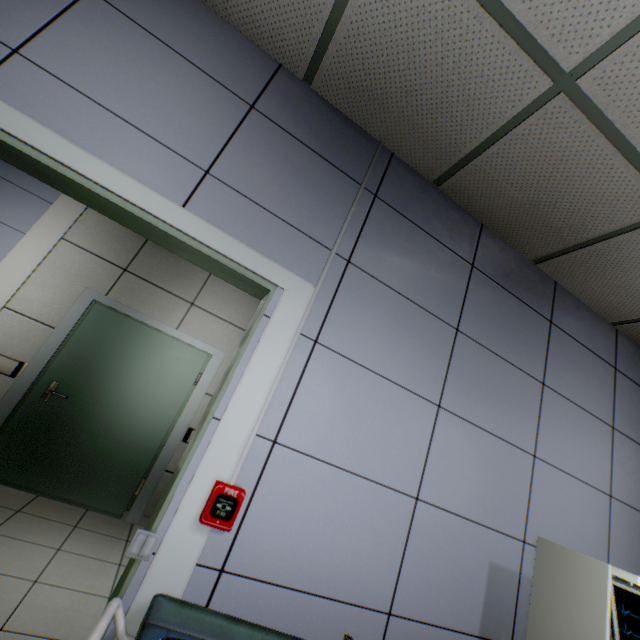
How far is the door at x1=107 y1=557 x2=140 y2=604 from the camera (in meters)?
1.09

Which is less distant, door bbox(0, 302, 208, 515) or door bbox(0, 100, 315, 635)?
door bbox(0, 100, 315, 635)

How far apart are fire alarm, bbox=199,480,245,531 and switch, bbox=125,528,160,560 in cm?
15

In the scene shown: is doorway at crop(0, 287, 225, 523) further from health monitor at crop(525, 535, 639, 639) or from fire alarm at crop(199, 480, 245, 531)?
health monitor at crop(525, 535, 639, 639)

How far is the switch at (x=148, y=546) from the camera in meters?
1.1

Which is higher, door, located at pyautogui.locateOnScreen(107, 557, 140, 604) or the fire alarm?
the fire alarm

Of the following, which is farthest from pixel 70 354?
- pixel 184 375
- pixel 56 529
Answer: pixel 56 529

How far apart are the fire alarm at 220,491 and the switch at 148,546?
0.15m
